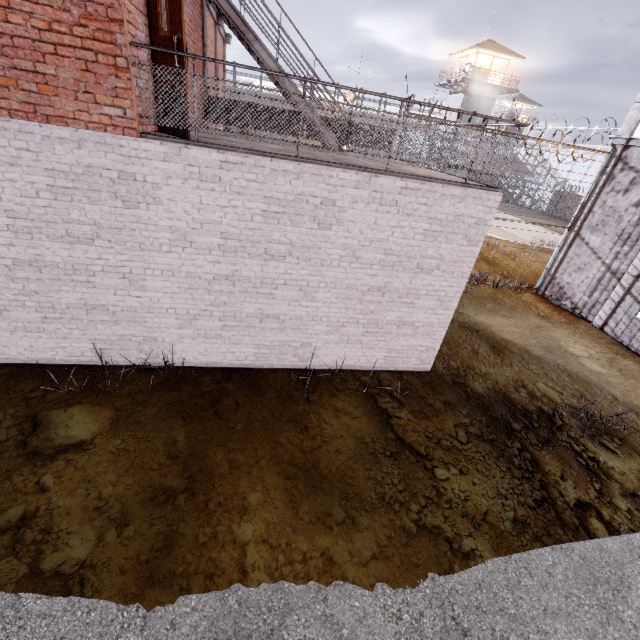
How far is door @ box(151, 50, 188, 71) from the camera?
4.4m

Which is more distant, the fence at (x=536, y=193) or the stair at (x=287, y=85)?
the fence at (x=536, y=193)

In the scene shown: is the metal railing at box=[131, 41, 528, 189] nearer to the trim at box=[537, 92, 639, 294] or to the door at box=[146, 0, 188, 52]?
the door at box=[146, 0, 188, 52]

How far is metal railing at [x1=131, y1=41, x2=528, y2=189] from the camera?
4.5m

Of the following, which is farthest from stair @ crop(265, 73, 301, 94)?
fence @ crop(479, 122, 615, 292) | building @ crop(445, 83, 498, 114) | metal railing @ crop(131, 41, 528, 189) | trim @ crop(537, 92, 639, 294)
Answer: building @ crop(445, 83, 498, 114)

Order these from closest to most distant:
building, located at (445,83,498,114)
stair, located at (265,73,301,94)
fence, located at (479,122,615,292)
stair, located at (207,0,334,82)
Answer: stair, located at (207,0,334,82)
stair, located at (265,73,301,94)
fence, located at (479,122,615,292)
building, located at (445,83,498,114)

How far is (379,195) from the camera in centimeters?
544cm

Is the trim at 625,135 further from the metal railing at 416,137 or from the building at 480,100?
the building at 480,100
